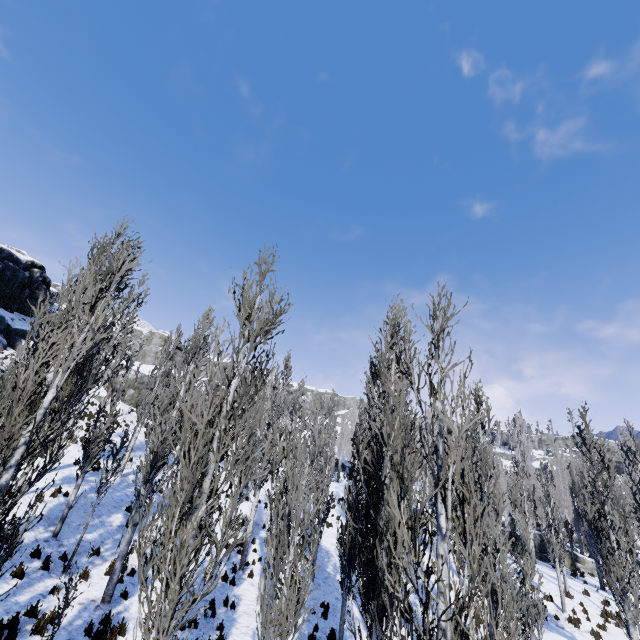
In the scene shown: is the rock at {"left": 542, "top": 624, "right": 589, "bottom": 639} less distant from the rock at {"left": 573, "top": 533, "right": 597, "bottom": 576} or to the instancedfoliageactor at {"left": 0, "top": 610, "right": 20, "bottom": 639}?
the instancedfoliageactor at {"left": 0, "top": 610, "right": 20, "bottom": 639}

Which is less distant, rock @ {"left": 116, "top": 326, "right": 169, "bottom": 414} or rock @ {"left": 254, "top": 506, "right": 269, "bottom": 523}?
rock @ {"left": 254, "top": 506, "right": 269, "bottom": 523}

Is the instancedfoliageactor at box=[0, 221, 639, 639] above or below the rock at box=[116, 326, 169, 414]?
below

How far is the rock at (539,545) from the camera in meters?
26.6 m

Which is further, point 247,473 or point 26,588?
point 247,473

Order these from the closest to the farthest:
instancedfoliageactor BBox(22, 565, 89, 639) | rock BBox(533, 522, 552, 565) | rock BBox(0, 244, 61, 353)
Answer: instancedfoliageactor BBox(22, 565, 89, 639), rock BBox(0, 244, 61, 353), rock BBox(533, 522, 552, 565)

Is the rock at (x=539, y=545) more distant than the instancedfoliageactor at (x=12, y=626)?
Yes

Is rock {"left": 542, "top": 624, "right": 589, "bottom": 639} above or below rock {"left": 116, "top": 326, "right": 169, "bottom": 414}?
below
